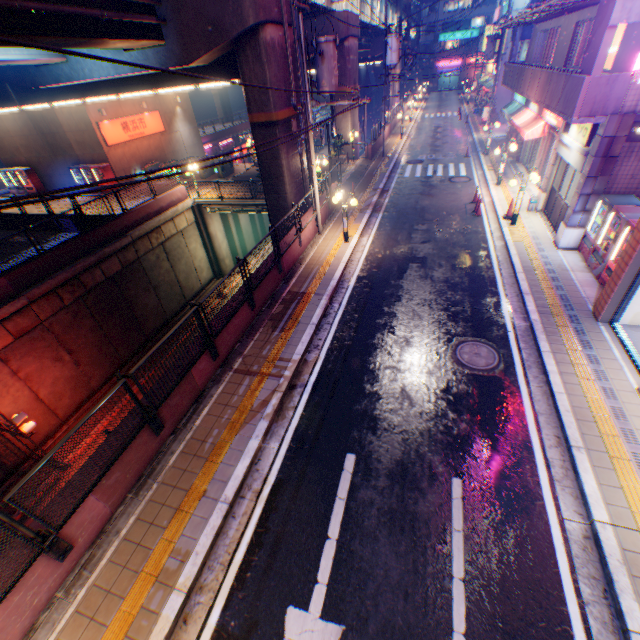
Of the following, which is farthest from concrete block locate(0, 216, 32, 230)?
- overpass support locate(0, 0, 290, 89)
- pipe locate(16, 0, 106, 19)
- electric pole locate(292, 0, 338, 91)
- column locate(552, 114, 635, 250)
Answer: column locate(552, 114, 635, 250)

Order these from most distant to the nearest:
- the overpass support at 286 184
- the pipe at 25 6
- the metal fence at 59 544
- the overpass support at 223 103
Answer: the overpass support at 223 103, the overpass support at 286 184, the pipe at 25 6, the metal fence at 59 544

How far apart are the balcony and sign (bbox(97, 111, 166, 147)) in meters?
27.5 m

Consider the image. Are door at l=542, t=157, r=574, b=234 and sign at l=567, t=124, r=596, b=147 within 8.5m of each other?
yes

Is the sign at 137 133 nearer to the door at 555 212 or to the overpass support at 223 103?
the overpass support at 223 103

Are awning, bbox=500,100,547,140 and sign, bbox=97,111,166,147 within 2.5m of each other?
no

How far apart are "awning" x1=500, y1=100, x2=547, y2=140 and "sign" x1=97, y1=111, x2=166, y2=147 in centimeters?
2782cm

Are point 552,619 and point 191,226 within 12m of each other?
no
